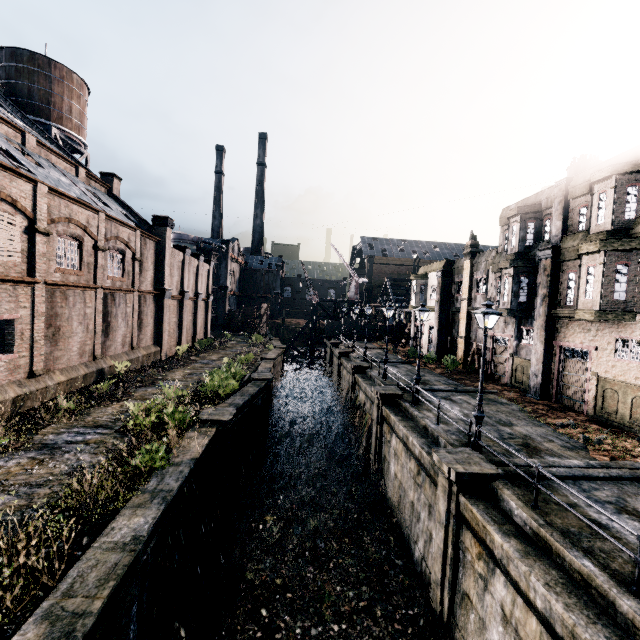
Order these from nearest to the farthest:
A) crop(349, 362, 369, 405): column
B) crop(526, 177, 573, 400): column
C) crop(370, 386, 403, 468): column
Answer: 1. crop(370, 386, 403, 468): column
2. crop(526, 177, 573, 400): column
3. crop(349, 362, 369, 405): column

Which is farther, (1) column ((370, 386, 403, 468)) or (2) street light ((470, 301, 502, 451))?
(1) column ((370, 386, 403, 468))

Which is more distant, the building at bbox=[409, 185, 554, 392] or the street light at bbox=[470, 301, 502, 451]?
the building at bbox=[409, 185, 554, 392]

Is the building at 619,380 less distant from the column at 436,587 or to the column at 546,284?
the column at 546,284

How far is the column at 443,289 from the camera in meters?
33.2

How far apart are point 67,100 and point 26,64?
3.40m

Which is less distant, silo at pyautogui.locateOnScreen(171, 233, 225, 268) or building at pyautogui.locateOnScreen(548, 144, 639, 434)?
building at pyautogui.locateOnScreen(548, 144, 639, 434)

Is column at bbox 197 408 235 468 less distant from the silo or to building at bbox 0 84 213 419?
building at bbox 0 84 213 419
